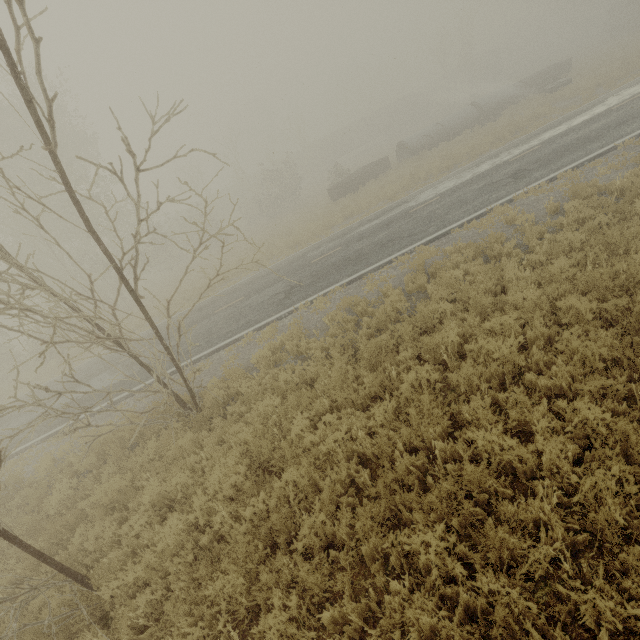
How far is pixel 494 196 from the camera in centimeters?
1180cm

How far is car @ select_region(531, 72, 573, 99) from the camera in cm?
2427

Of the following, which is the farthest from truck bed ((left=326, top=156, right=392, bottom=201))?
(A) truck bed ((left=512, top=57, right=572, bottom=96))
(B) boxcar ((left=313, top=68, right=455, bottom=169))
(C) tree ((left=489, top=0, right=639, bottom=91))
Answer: (B) boxcar ((left=313, top=68, right=455, bottom=169))

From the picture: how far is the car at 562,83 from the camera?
24.3m

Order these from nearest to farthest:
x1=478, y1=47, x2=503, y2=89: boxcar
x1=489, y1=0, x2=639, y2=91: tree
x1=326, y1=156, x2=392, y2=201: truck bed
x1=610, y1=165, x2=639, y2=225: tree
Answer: x1=610, y1=165, x2=639, y2=225: tree
x1=326, y1=156, x2=392, y2=201: truck bed
x1=489, y1=0, x2=639, y2=91: tree
x1=478, y1=47, x2=503, y2=89: boxcar

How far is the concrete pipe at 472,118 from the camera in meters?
27.2 m

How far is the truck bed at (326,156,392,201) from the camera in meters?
25.5 m

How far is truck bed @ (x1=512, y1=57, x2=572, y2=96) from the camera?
29.5m
